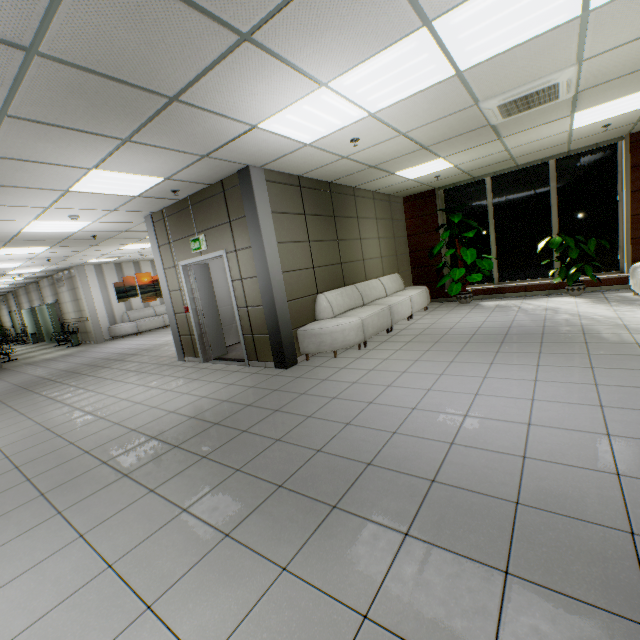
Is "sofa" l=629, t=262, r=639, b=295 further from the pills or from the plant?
the pills

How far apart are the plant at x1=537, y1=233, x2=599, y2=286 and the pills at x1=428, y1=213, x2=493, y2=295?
1.8m

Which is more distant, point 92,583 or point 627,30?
point 627,30

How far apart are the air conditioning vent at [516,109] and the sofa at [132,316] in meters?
14.4

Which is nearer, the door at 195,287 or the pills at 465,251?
the door at 195,287

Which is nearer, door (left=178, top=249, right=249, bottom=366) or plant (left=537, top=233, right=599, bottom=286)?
door (left=178, top=249, right=249, bottom=366)

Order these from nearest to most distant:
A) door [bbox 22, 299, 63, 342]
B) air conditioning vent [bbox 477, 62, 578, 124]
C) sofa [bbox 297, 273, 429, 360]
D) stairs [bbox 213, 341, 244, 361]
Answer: air conditioning vent [bbox 477, 62, 578, 124] → sofa [bbox 297, 273, 429, 360] → stairs [bbox 213, 341, 244, 361] → door [bbox 22, 299, 63, 342]

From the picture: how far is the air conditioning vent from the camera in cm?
364
